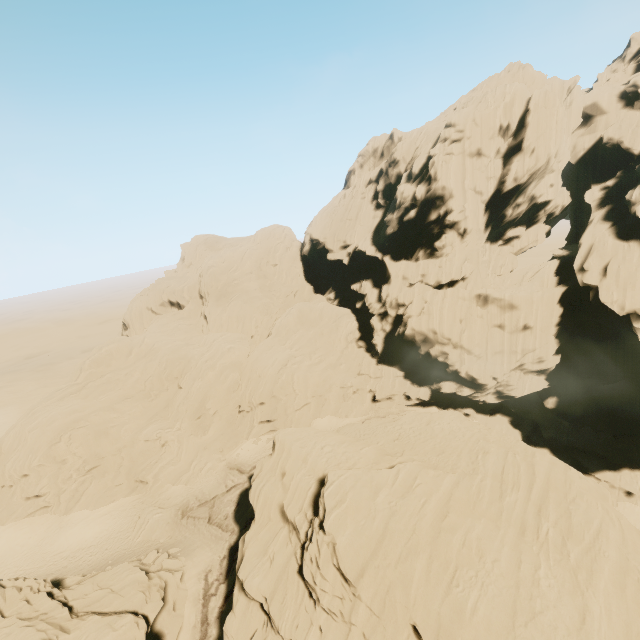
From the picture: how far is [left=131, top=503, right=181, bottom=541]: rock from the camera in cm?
3231

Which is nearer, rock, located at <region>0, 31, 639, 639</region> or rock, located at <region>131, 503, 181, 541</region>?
rock, located at <region>0, 31, 639, 639</region>

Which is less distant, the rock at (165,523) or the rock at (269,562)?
the rock at (269,562)

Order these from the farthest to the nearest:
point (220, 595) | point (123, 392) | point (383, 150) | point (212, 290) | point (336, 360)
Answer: point (212, 290), point (383, 150), point (336, 360), point (123, 392), point (220, 595)

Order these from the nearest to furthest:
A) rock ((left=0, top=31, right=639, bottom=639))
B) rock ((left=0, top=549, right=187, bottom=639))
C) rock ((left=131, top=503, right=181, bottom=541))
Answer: rock ((left=0, top=549, right=187, bottom=639))
rock ((left=0, top=31, right=639, bottom=639))
rock ((left=131, top=503, right=181, bottom=541))

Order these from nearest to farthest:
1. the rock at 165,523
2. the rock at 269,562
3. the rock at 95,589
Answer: the rock at 95,589 < the rock at 269,562 < the rock at 165,523
